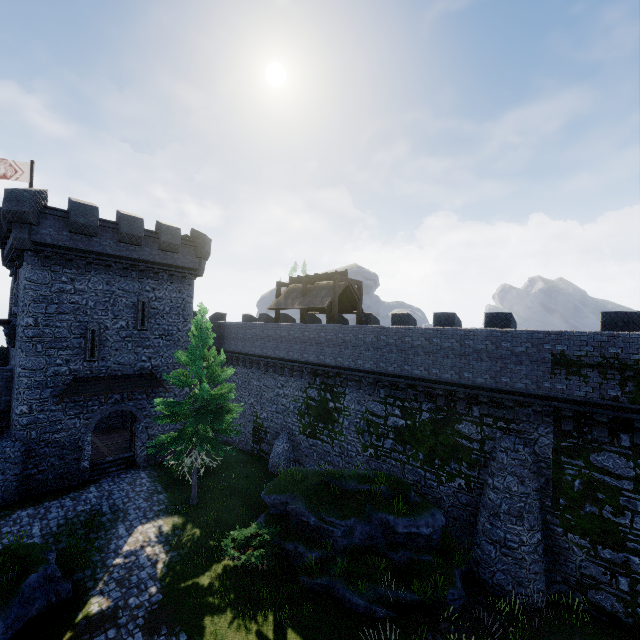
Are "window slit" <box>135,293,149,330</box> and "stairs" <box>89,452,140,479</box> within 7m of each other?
no

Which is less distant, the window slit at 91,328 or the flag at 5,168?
the window slit at 91,328

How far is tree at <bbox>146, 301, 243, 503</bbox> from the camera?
16.1m

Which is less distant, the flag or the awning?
the awning

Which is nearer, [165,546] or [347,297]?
[165,546]

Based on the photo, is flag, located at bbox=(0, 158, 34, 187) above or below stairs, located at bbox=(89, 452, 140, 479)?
above

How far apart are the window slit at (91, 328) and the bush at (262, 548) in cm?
1381

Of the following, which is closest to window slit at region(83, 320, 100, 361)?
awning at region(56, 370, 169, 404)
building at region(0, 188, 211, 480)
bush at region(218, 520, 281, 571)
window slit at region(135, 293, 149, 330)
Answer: building at region(0, 188, 211, 480)
